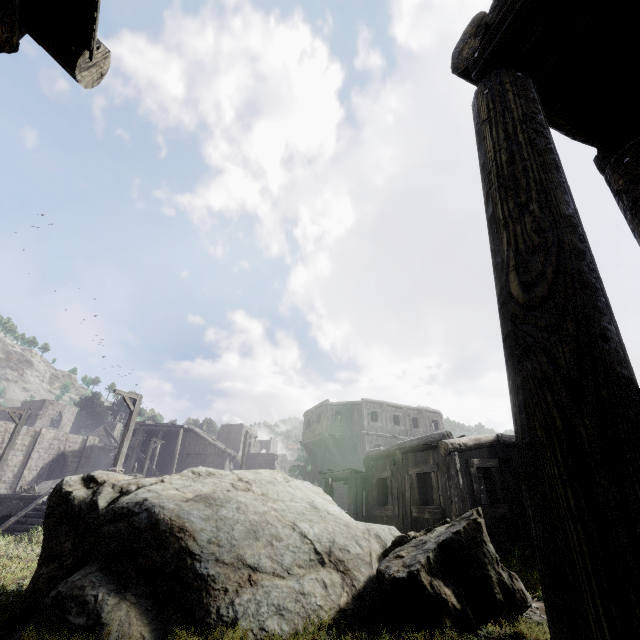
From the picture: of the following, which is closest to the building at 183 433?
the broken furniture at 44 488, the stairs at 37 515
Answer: the stairs at 37 515

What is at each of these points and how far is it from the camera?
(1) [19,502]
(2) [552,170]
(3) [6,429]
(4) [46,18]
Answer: (1) building base, 15.2 meters
(2) building, 1.8 meters
(3) building, 31.1 meters
(4) building, 3.5 meters

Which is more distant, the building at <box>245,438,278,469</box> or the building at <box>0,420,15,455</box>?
the building at <box>245,438,278,469</box>

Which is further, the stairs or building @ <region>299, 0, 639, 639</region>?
the stairs

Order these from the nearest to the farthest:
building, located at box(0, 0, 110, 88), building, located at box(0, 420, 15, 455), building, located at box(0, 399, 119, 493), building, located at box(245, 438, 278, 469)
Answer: building, located at box(0, 0, 110, 88) → building, located at box(0, 420, 15, 455) → building, located at box(0, 399, 119, 493) → building, located at box(245, 438, 278, 469)

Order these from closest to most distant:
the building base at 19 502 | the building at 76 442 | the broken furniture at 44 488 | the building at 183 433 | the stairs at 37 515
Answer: the stairs at 37 515, the building base at 19 502, the broken furniture at 44 488, the building at 76 442, the building at 183 433

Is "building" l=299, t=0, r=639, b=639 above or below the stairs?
above

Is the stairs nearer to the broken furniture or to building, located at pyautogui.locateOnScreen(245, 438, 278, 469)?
the broken furniture
